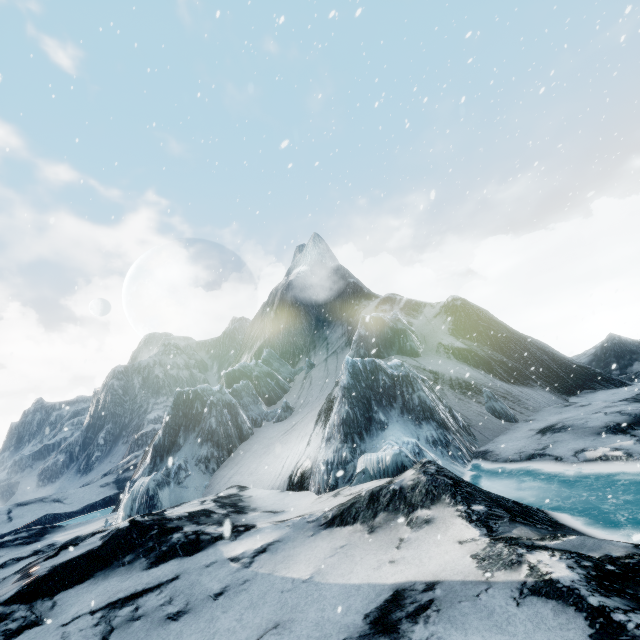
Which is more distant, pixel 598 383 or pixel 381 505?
pixel 598 383
